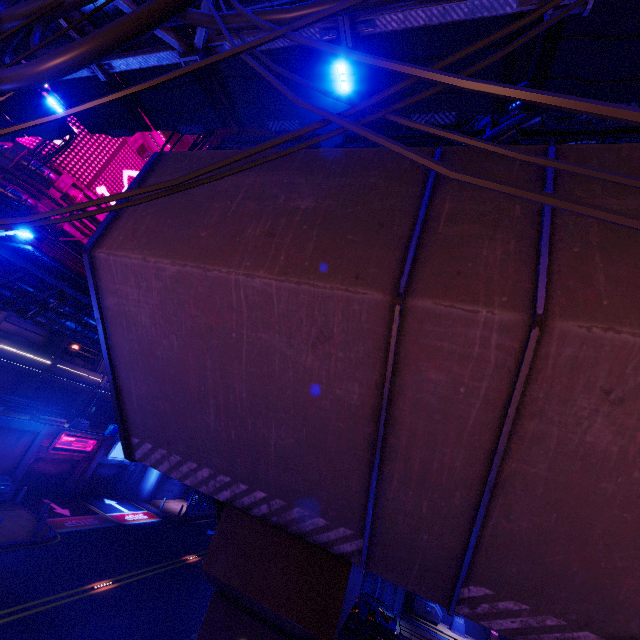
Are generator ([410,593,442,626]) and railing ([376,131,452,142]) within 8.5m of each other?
no

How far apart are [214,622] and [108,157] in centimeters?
3319cm

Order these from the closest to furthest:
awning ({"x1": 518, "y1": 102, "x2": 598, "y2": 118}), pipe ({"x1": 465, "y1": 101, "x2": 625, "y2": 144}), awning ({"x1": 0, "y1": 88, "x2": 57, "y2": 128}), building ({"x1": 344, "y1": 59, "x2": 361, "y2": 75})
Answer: awning ({"x1": 518, "y1": 102, "x2": 598, "y2": 118}) → pipe ({"x1": 465, "y1": 101, "x2": 625, "y2": 144}) → awning ({"x1": 0, "y1": 88, "x2": 57, "y2": 128}) → building ({"x1": 344, "y1": 59, "x2": 361, "y2": 75})

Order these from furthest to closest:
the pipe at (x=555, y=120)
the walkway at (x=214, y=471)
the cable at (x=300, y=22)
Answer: the pipe at (x=555, y=120) < the walkway at (x=214, y=471) < the cable at (x=300, y=22)

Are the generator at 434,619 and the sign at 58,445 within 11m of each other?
no

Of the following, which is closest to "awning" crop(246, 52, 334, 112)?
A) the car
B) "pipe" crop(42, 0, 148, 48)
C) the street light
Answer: "pipe" crop(42, 0, 148, 48)

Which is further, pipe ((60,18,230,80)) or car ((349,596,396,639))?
car ((349,596,396,639))

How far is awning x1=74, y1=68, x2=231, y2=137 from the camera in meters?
11.6 m
